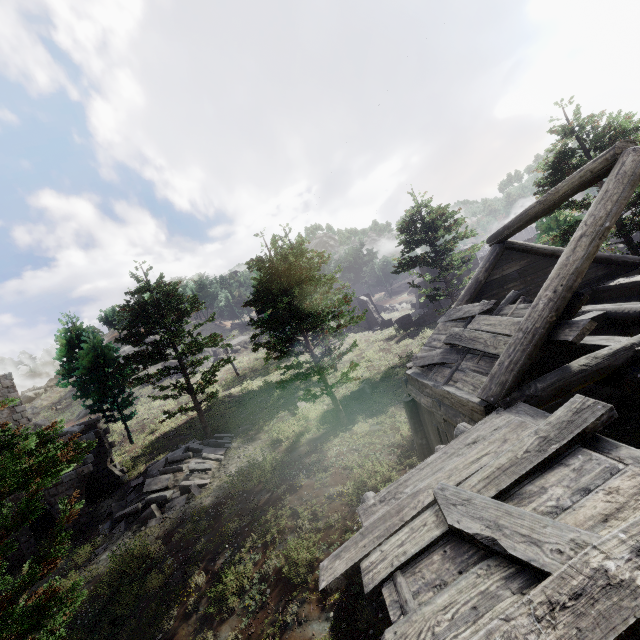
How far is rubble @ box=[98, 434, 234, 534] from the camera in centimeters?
1409cm

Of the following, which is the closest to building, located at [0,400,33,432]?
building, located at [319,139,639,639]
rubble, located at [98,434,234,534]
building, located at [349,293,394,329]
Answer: rubble, located at [98,434,234,534]

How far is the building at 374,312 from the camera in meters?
36.8 m

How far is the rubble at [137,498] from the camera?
14.09m

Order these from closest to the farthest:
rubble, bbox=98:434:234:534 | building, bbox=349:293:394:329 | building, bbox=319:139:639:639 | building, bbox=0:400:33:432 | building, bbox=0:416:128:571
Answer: building, bbox=319:139:639:639 → rubble, bbox=98:434:234:534 → building, bbox=0:416:128:571 → building, bbox=0:400:33:432 → building, bbox=349:293:394:329

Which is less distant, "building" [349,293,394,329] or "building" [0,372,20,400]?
"building" [0,372,20,400]

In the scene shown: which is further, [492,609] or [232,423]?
[232,423]

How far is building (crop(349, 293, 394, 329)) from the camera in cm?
3681
